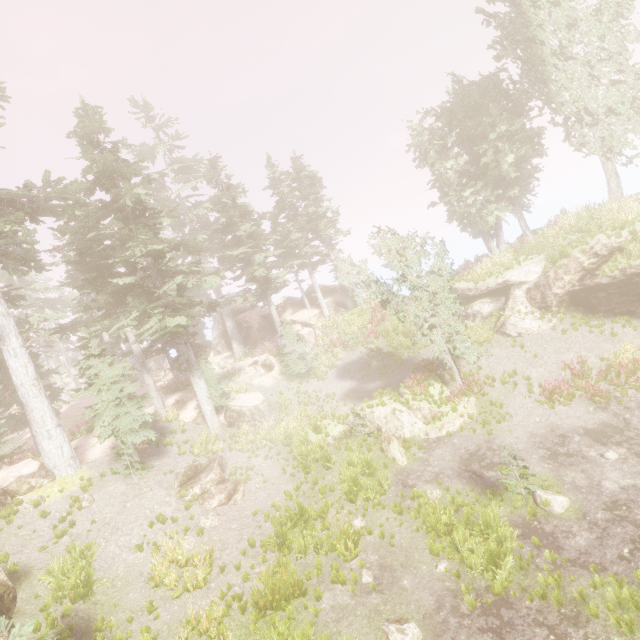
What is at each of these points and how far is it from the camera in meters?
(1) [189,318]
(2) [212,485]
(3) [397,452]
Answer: (1) instancedfoliageactor, 19.6
(2) rock, 14.6
(3) tree trunk, 15.1

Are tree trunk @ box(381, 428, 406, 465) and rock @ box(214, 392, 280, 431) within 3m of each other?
no

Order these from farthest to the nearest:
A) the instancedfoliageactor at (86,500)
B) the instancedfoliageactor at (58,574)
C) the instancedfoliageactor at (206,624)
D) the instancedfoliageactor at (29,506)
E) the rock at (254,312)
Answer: the rock at (254,312) < the instancedfoliageactor at (86,500) < the instancedfoliageactor at (29,506) < the instancedfoliageactor at (58,574) < the instancedfoliageactor at (206,624)

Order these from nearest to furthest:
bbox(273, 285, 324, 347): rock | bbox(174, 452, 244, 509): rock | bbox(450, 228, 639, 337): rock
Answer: bbox(174, 452, 244, 509): rock
bbox(450, 228, 639, 337): rock
bbox(273, 285, 324, 347): rock

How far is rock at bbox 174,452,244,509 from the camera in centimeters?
1413cm

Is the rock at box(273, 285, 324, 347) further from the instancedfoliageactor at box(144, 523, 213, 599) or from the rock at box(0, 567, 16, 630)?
the rock at box(0, 567, 16, 630)

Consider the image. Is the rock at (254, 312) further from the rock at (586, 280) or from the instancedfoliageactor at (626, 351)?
the rock at (586, 280)

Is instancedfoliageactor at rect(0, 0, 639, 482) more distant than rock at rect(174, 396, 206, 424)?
No
